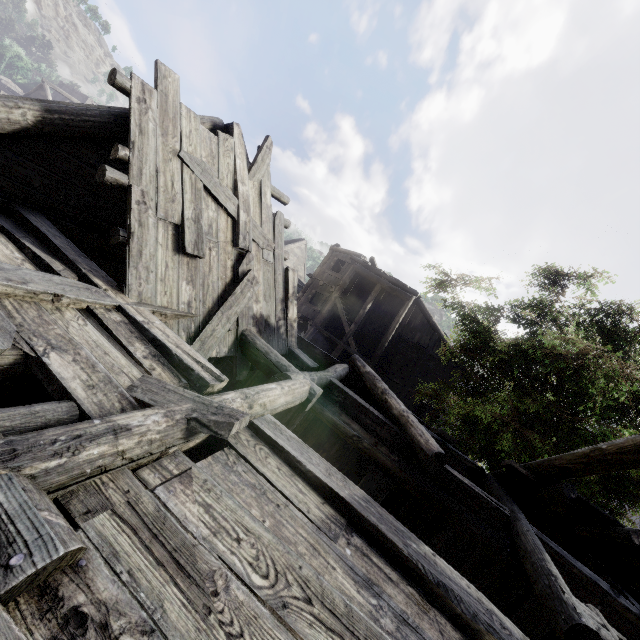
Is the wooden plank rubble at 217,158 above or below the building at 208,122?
below

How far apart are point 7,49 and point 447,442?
66.8 meters

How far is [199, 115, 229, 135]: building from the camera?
6.0m

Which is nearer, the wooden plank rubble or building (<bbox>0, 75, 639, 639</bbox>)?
building (<bbox>0, 75, 639, 639</bbox>)

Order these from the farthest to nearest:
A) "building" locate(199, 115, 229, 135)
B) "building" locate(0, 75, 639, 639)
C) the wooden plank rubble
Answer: "building" locate(199, 115, 229, 135), the wooden plank rubble, "building" locate(0, 75, 639, 639)

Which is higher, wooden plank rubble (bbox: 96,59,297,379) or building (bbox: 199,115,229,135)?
building (bbox: 199,115,229,135)

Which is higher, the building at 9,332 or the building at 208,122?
the building at 208,122

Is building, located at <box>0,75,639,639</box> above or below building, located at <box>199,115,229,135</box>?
below
